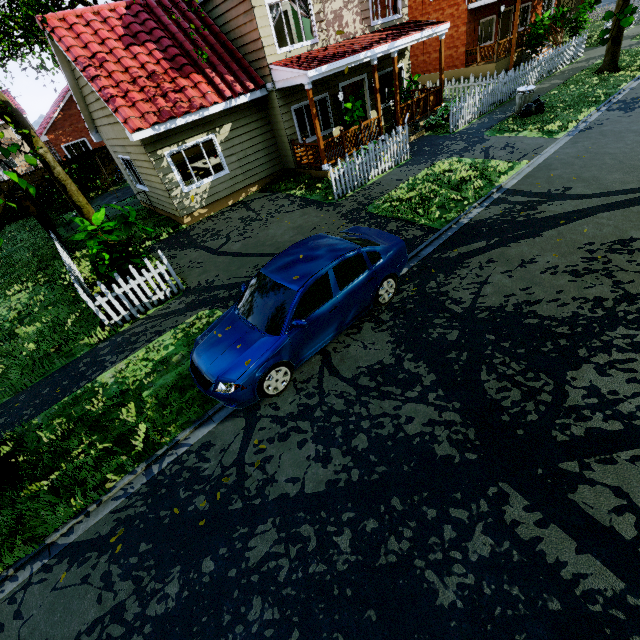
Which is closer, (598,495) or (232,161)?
(598,495)

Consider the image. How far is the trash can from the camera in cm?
1262

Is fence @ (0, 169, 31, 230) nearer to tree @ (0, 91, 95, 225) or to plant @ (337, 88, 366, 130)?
tree @ (0, 91, 95, 225)

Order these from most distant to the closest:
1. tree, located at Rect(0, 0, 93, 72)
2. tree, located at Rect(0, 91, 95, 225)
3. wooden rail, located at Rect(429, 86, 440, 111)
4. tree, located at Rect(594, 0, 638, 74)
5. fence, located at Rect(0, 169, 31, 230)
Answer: fence, located at Rect(0, 169, 31, 230), wooden rail, located at Rect(429, 86, 440, 111), tree, located at Rect(0, 0, 93, 72), tree, located at Rect(594, 0, 638, 74), tree, located at Rect(0, 91, 95, 225)

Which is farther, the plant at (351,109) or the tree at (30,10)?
the plant at (351,109)

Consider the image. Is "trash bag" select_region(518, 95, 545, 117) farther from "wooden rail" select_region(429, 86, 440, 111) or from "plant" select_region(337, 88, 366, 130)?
"plant" select_region(337, 88, 366, 130)

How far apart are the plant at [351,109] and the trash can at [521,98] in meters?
6.0 m

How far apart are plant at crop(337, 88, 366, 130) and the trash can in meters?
6.0
